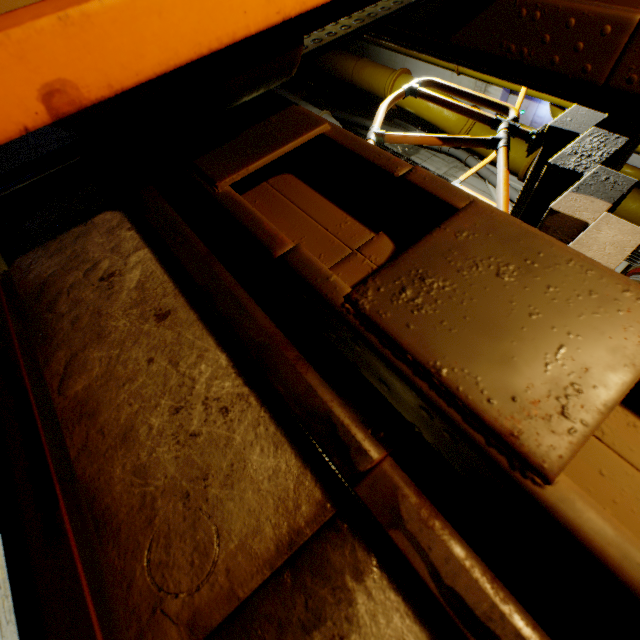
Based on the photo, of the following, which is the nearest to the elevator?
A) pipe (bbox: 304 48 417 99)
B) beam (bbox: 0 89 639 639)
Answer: beam (bbox: 0 89 639 639)

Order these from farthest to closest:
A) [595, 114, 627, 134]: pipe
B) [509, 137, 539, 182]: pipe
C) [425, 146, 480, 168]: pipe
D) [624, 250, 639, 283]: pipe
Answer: [425, 146, 480, 168]: pipe < [509, 137, 539, 182]: pipe < [624, 250, 639, 283]: pipe < [595, 114, 627, 134]: pipe

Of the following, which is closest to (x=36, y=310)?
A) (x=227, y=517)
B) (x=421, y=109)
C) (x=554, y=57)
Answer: (x=227, y=517)

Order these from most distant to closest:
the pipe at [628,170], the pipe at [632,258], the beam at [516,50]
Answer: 1. the pipe at [628,170]
2. the pipe at [632,258]
3. the beam at [516,50]

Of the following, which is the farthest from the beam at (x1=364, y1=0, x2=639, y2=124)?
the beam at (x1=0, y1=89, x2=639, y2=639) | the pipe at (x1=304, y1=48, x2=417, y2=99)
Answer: the pipe at (x1=304, y1=48, x2=417, y2=99)

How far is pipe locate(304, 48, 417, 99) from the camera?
8.8 meters

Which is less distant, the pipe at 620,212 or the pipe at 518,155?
the pipe at 620,212

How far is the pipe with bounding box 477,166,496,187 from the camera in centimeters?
884cm
